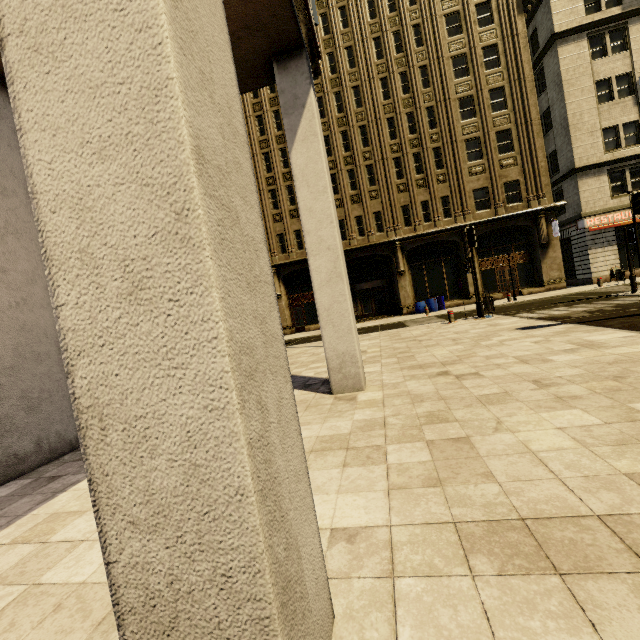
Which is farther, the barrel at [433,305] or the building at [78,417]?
the barrel at [433,305]

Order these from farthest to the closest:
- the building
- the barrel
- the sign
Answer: the barrel < the sign < the building

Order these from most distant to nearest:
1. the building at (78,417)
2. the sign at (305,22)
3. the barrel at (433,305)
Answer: the barrel at (433,305) → the sign at (305,22) → the building at (78,417)

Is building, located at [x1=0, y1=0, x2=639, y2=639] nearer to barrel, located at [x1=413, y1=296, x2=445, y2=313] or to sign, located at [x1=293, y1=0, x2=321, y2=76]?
sign, located at [x1=293, y1=0, x2=321, y2=76]

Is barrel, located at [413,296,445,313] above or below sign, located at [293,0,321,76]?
below

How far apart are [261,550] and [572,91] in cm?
3141

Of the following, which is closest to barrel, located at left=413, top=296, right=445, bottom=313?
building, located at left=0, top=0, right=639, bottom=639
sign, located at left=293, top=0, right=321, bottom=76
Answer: building, located at left=0, top=0, right=639, bottom=639
